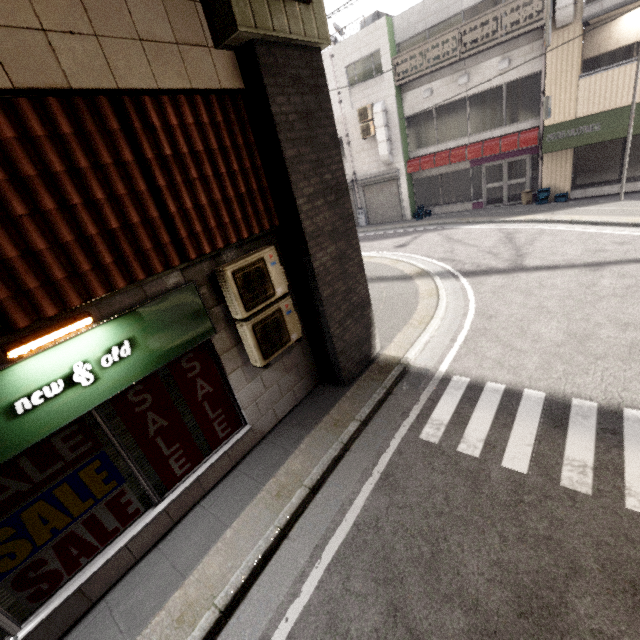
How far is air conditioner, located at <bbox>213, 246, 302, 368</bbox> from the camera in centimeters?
427cm

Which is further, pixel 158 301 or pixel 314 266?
pixel 314 266

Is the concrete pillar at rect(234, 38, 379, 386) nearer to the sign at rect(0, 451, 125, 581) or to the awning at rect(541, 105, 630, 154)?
the sign at rect(0, 451, 125, 581)

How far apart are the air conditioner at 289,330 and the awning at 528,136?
14.2 meters

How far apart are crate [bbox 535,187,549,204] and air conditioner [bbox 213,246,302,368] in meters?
13.9 m

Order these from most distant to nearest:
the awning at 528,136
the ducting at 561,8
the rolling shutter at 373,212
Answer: the rolling shutter at 373,212, the awning at 528,136, the ducting at 561,8

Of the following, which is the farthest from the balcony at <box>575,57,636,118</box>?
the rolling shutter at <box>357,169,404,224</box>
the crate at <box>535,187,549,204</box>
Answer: the rolling shutter at <box>357,169,404,224</box>

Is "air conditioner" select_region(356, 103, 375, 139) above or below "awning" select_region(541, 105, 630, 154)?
above
